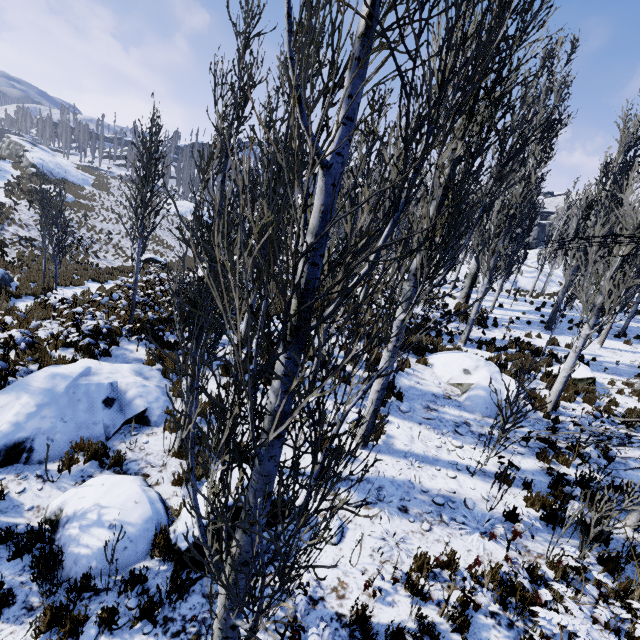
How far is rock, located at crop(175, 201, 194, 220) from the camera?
49.93m

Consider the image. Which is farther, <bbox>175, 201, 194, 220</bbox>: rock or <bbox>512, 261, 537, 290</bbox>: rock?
<bbox>175, 201, 194, 220</bbox>: rock

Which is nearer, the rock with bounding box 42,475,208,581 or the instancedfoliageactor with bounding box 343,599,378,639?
the instancedfoliageactor with bounding box 343,599,378,639

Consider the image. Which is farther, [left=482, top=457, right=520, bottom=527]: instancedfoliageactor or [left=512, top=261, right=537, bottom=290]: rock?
[left=512, top=261, right=537, bottom=290]: rock

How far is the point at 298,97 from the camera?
1.4 meters

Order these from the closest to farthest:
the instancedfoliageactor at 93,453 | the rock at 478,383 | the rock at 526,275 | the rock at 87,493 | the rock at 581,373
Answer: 1. the rock at 87,493
2. the instancedfoliageactor at 93,453
3. the rock at 478,383
4. the rock at 581,373
5. the rock at 526,275

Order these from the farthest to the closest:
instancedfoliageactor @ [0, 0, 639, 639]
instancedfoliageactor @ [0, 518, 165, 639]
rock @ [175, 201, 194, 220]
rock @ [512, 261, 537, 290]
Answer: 1. rock @ [175, 201, 194, 220]
2. rock @ [512, 261, 537, 290]
3. instancedfoliageactor @ [0, 518, 165, 639]
4. instancedfoliageactor @ [0, 0, 639, 639]

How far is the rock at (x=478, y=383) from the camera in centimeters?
979cm
